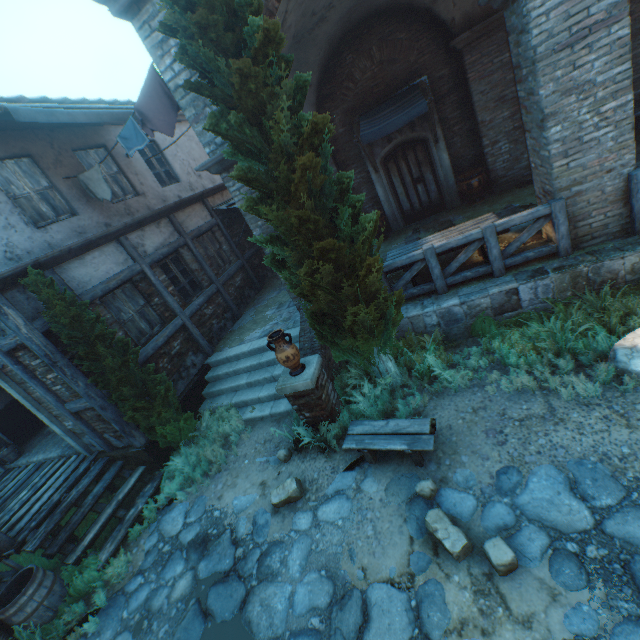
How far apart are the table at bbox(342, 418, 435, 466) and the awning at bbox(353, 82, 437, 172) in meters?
7.0

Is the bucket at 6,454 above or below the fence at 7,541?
above

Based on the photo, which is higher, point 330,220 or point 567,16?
point 567,16

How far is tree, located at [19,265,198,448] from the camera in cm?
550

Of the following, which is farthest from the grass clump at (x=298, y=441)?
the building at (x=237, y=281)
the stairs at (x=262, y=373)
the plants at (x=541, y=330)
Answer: the building at (x=237, y=281)

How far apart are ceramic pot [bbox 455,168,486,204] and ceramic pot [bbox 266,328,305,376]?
7.39m

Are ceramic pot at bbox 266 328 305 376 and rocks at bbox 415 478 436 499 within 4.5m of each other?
yes

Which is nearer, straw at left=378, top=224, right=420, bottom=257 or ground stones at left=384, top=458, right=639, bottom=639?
ground stones at left=384, top=458, right=639, bottom=639
